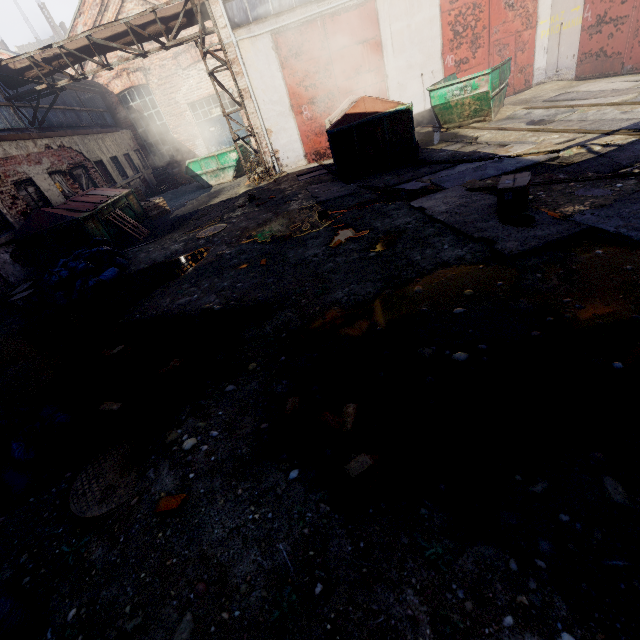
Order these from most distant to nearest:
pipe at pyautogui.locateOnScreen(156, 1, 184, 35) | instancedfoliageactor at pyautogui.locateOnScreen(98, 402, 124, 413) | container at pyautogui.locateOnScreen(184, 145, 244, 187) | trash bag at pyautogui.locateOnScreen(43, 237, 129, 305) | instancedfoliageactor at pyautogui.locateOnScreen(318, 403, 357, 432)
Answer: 1. container at pyautogui.locateOnScreen(184, 145, 244, 187)
2. pipe at pyautogui.locateOnScreen(156, 1, 184, 35)
3. trash bag at pyautogui.locateOnScreen(43, 237, 129, 305)
4. instancedfoliageactor at pyautogui.locateOnScreen(98, 402, 124, 413)
5. instancedfoliageactor at pyautogui.locateOnScreen(318, 403, 357, 432)

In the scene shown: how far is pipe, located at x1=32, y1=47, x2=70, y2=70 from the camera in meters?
11.0 m

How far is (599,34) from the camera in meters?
10.6

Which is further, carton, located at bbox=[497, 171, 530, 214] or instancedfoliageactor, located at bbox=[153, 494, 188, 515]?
carton, located at bbox=[497, 171, 530, 214]

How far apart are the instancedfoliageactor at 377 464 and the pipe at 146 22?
15.32m

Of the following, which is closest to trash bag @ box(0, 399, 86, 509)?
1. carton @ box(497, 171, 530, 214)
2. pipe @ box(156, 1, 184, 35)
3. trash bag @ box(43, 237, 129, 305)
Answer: trash bag @ box(43, 237, 129, 305)

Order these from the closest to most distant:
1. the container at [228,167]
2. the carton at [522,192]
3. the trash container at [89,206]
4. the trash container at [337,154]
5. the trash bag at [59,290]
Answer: the carton at [522,192], the trash bag at [59,290], the trash container at [337,154], the trash container at [89,206], the container at [228,167]

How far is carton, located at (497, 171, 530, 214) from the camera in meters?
4.3 m
